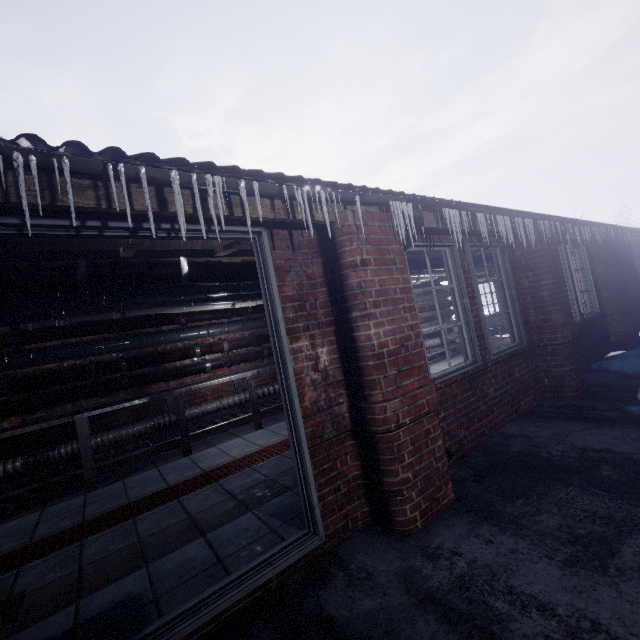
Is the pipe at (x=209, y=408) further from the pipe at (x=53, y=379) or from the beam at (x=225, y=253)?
the beam at (x=225, y=253)

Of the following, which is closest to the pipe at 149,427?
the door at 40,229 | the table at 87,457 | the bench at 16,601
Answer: the table at 87,457

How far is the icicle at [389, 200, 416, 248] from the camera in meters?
2.3

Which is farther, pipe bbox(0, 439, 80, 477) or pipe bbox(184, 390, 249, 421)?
pipe bbox(184, 390, 249, 421)

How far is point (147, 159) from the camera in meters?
A: 1.7 m

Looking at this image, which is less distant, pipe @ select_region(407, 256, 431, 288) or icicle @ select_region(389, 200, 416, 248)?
icicle @ select_region(389, 200, 416, 248)

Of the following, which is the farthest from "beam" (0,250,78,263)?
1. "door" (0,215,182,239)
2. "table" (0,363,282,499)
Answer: "table" (0,363,282,499)
